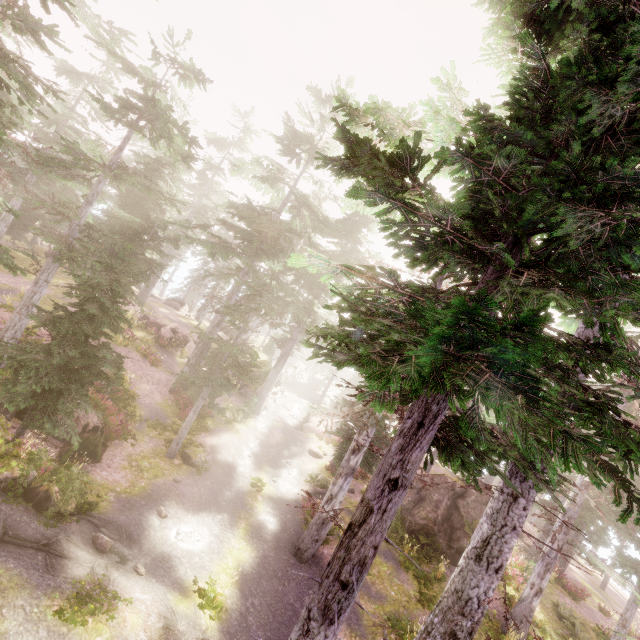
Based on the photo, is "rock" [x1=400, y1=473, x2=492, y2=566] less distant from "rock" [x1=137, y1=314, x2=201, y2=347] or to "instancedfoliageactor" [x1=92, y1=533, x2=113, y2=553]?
"instancedfoliageactor" [x1=92, y1=533, x2=113, y2=553]

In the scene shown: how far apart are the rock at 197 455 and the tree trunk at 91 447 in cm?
352

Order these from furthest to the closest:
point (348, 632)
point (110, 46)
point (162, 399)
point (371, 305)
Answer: point (162, 399) → point (110, 46) → point (348, 632) → point (371, 305)

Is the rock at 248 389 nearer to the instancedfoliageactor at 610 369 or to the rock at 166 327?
the instancedfoliageactor at 610 369

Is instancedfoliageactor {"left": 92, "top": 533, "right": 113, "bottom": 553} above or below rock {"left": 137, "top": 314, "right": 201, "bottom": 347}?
below

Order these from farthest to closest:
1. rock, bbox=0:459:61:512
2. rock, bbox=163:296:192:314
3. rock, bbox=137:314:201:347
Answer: rock, bbox=163:296:192:314 < rock, bbox=137:314:201:347 < rock, bbox=0:459:61:512

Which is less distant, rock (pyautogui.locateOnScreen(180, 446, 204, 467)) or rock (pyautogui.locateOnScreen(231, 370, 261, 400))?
rock (pyautogui.locateOnScreen(180, 446, 204, 467))

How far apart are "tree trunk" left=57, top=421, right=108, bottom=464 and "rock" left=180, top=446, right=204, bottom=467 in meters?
3.5 m
